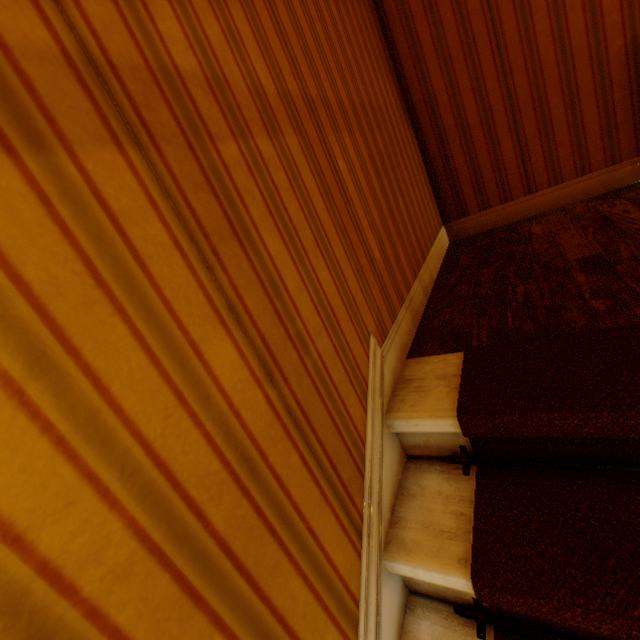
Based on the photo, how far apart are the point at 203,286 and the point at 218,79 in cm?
55
